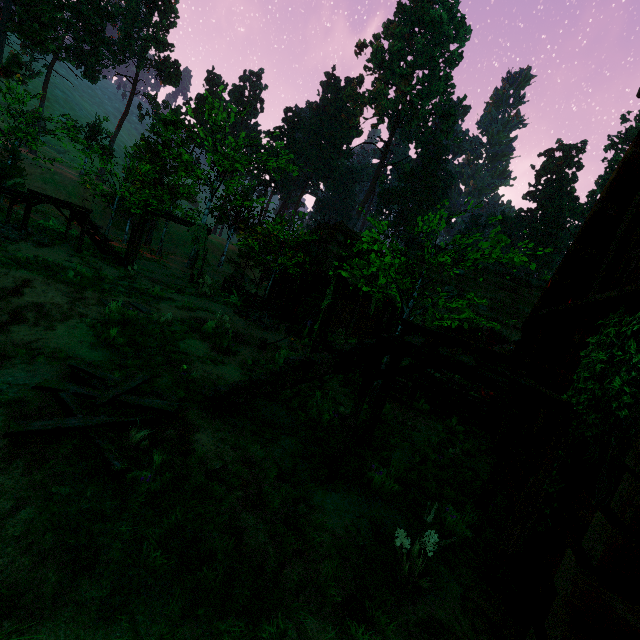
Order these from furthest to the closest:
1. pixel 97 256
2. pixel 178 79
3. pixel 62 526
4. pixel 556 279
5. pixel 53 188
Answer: pixel 178 79
pixel 53 188
pixel 97 256
pixel 556 279
pixel 62 526

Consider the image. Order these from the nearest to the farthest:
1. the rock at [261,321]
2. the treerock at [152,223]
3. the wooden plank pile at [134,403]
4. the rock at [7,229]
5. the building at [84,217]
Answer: the wooden plank pile at [134,403]
the rock at [7,229]
the building at [84,217]
the rock at [261,321]
the treerock at [152,223]

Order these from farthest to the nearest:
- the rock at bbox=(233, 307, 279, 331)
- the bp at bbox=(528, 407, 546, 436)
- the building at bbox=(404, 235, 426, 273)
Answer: the building at bbox=(404, 235, 426, 273) < the rock at bbox=(233, 307, 279, 331) < the bp at bbox=(528, 407, 546, 436)

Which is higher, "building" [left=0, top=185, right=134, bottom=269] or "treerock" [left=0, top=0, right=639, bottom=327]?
"treerock" [left=0, top=0, right=639, bottom=327]

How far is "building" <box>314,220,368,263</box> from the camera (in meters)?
17.62

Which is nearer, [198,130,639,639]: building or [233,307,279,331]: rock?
[198,130,639,639]: building

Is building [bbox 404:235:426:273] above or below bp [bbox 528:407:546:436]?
above

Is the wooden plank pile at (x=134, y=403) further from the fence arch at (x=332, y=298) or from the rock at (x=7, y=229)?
the rock at (x=7, y=229)
